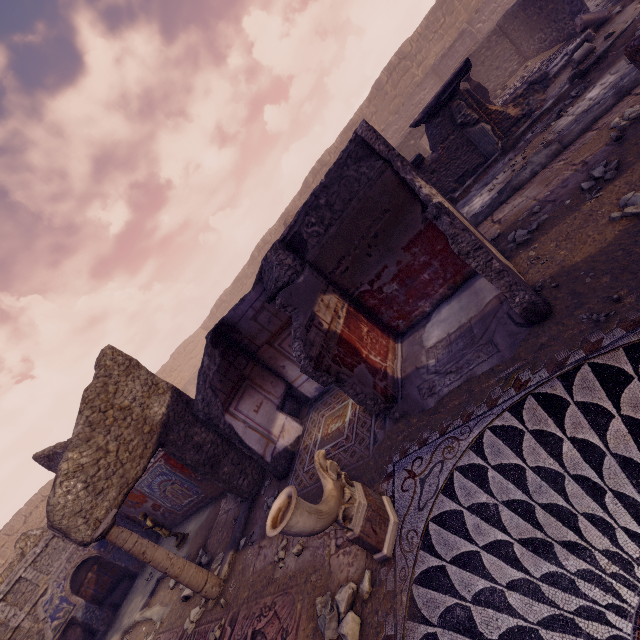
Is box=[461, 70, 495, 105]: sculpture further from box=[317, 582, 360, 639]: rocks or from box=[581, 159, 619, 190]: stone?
box=[317, 582, 360, 639]: rocks

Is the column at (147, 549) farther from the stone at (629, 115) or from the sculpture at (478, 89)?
the sculpture at (478, 89)

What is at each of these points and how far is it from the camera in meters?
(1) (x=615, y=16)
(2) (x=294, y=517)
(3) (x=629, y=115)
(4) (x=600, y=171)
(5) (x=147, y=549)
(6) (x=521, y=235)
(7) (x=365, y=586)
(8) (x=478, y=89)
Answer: (1) debris pile, 7.5 m
(2) sculpture, 2.6 m
(3) stone, 4.5 m
(4) stone, 4.2 m
(5) column, 4.8 m
(6) stone, 4.8 m
(7) rocks, 3.0 m
(8) sculpture, 10.9 m

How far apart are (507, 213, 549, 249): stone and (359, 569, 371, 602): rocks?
4.6m

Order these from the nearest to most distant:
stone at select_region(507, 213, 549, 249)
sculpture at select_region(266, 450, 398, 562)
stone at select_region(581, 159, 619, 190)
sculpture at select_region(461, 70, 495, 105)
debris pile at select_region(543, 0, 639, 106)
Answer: sculpture at select_region(266, 450, 398, 562) < stone at select_region(581, 159, 619, 190) < stone at select_region(507, 213, 549, 249) < debris pile at select_region(543, 0, 639, 106) < sculpture at select_region(461, 70, 495, 105)

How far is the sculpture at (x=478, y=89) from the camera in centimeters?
1080cm

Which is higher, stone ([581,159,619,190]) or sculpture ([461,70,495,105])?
sculpture ([461,70,495,105])

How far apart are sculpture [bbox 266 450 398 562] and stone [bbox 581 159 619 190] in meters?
4.4 m
